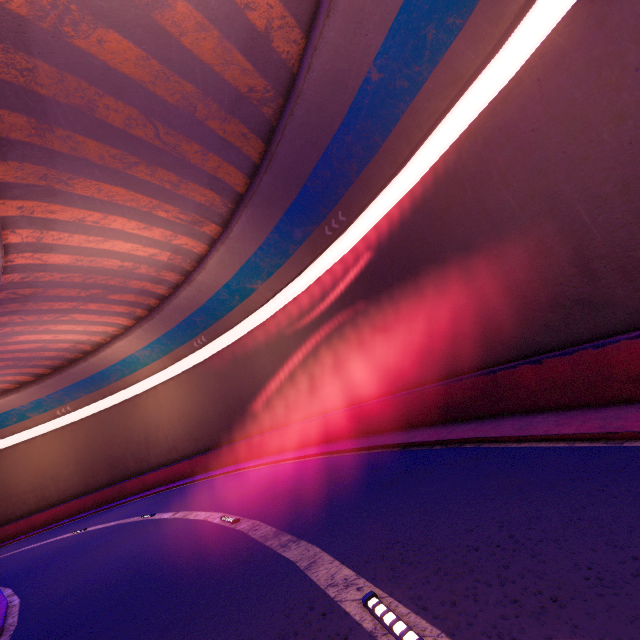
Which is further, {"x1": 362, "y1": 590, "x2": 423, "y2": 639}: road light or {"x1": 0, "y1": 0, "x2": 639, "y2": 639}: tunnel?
{"x1": 0, "y1": 0, "x2": 639, "y2": 639}: tunnel

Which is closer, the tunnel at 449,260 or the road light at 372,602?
the road light at 372,602

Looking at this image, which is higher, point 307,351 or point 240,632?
point 307,351
